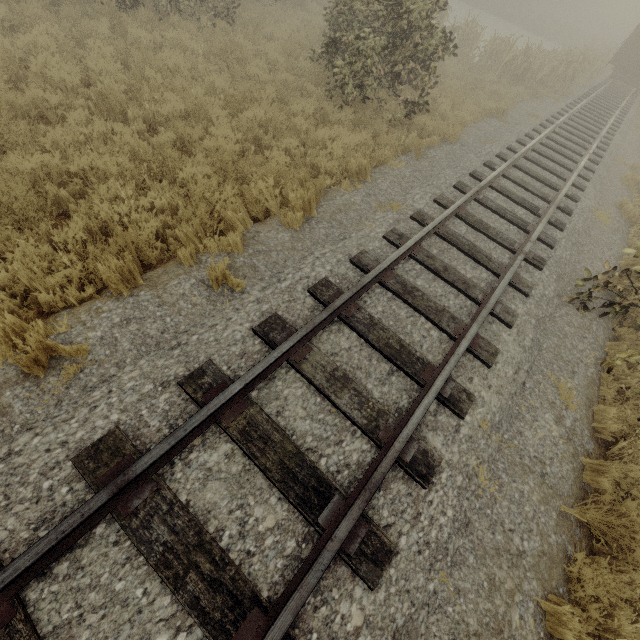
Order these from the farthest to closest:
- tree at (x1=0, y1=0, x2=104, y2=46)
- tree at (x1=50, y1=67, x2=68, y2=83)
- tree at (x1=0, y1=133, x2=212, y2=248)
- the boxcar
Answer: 1. the boxcar
2. tree at (x1=0, y1=0, x2=104, y2=46)
3. tree at (x1=50, y1=67, x2=68, y2=83)
4. tree at (x1=0, y1=133, x2=212, y2=248)

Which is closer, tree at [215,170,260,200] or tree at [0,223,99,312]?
tree at [0,223,99,312]

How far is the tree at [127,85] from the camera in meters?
6.5

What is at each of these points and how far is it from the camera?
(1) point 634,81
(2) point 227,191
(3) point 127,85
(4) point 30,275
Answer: (1) boxcar, 21.98m
(2) tree, 5.33m
(3) tree, 7.17m
(4) tree, 3.89m

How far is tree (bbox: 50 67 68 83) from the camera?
6.4m

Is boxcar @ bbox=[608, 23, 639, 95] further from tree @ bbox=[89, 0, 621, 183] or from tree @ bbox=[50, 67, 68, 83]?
tree @ bbox=[50, 67, 68, 83]

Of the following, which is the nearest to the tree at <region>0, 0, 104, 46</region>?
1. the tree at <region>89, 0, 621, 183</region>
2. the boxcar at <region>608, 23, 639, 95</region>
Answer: the tree at <region>89, 0, 621, 183</region>

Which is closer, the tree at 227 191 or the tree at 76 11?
the tree at 227 191
